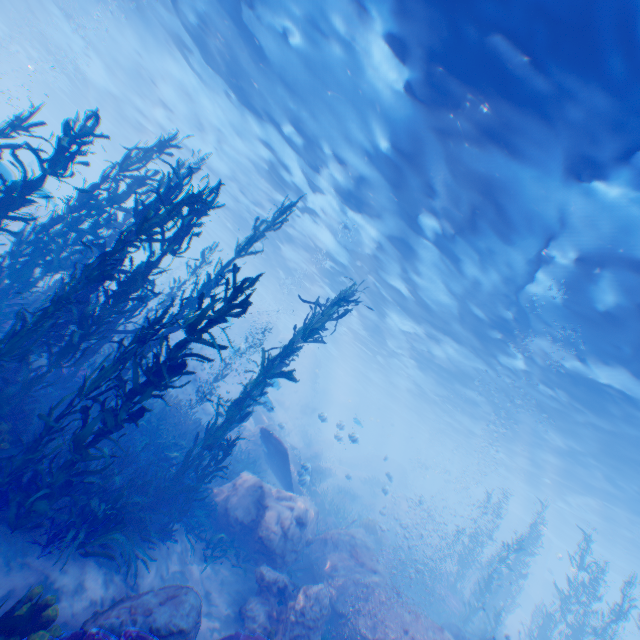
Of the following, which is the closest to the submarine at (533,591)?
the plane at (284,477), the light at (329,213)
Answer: the light at (329,213)

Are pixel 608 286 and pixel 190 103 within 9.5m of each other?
no

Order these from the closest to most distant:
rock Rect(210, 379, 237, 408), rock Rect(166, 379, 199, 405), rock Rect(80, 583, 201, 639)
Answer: rock Rect(80, 583, 201, 639), rock Rect(166, 379, 199, 405), rock Rect(210, 379, 237, 408)

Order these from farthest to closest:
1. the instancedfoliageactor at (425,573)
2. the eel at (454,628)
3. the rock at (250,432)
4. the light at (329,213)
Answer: the rock at (250,432) < the instancedfoliageactor at (425,573) < the eel at (454,628) < the light at (329,213)

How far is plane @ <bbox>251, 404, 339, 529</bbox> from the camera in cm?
1298

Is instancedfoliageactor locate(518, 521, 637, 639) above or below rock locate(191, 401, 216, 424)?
above

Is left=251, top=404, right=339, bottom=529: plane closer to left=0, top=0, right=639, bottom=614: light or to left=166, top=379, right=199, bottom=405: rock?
left=166, top=379, right=199, bottom=405: rock

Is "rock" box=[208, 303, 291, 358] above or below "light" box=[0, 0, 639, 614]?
below
